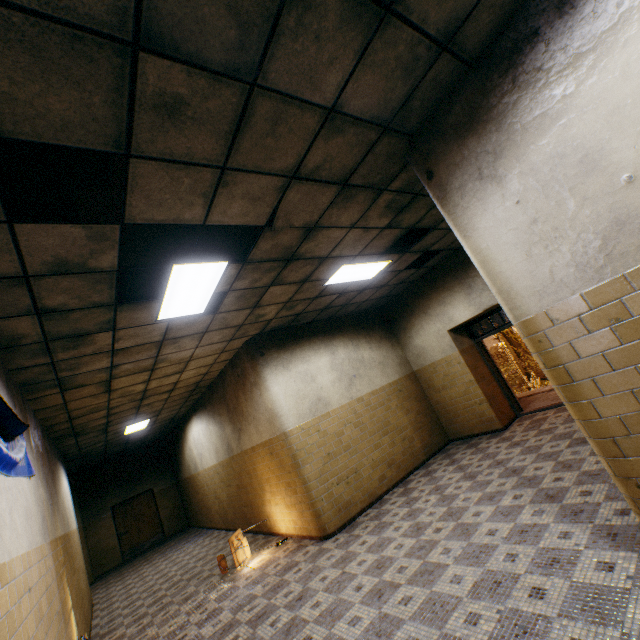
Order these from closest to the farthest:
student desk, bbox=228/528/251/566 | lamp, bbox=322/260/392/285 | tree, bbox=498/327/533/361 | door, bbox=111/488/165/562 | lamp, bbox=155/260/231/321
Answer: lamp, bbox=155/260/231/321
lamp, bbox=322/260/392/285
student desk, bbox=228/528/251/566
door, bbox=111/488/165/562
tree, bbox=498/327/533/361

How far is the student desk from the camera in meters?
6.1

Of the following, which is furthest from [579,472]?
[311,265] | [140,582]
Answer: [140,582]

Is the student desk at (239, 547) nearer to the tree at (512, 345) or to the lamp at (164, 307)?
the lamp at (164, 307)

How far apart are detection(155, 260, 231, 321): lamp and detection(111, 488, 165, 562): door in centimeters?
1364cm

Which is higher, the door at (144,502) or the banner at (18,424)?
the banner at (18,424)

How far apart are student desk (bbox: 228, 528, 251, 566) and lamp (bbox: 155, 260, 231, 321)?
4.5m

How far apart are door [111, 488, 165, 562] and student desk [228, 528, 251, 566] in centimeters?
987cm
